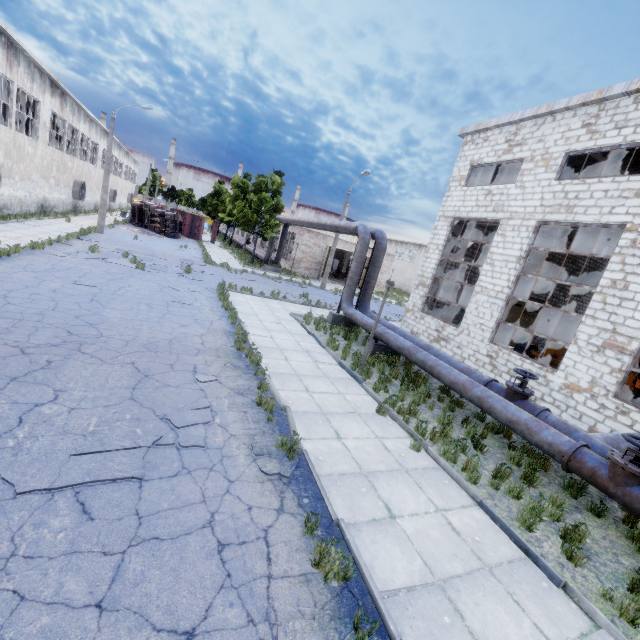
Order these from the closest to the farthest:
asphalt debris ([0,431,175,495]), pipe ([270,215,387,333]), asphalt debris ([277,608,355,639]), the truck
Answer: asphalt debris ([277,608,355,639]) < asphalt debris ([0,431,175,495]) < pipe ([270,215,387,333]) < the truck

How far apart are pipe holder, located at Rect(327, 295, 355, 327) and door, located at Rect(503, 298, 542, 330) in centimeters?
1232cm

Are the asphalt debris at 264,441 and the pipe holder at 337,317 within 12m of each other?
yes

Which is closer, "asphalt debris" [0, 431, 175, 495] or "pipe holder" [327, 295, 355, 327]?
"asphalt debris" [0, 431, 175, 495]

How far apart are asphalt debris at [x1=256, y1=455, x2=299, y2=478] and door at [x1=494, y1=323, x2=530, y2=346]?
22.4m

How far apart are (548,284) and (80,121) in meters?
43.2

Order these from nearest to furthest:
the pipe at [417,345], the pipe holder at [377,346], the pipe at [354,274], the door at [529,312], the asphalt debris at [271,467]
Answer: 1. the asphalt debris at [271,467]
2. the pipe at [417,345]
3. the pipe holder at [377,346]
4. the pipe at [354,274]
5. the door at [529,312]

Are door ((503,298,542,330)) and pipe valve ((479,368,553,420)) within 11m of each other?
no
